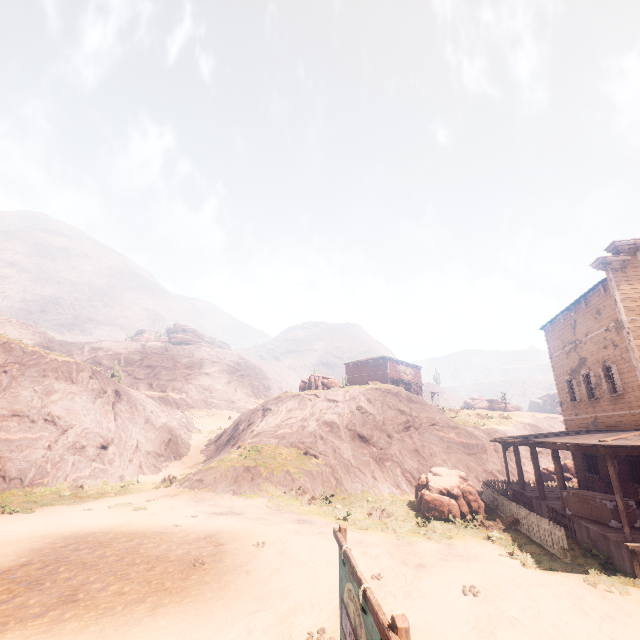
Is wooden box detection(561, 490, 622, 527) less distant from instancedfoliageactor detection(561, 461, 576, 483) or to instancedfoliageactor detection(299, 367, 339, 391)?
instancedfoliageactor detection(561, 461, 576, 483)

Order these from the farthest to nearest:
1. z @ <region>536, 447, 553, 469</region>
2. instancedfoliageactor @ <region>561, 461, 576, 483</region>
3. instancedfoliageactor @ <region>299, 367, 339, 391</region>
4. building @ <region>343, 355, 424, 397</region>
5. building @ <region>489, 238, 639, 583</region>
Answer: building @ <region>343, 355, 424, 397</region>, instancedfoliageactor @ <region>299, 367, 339, 391</region>, z @ <region>536, 447, 553, 469</region>, instancedfoliageactor @ <region>561, 461, 576, 483</region>, building @ <region>489, 238, 639, 583</region>

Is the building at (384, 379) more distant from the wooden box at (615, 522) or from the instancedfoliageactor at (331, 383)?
the instancedfoliageactor at (331, 383)

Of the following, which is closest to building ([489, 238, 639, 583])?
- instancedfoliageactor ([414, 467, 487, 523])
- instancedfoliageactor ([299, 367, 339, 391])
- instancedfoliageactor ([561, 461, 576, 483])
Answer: instancedfoliageactor ([414, 467, 487, 523])

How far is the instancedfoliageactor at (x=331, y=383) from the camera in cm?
3547

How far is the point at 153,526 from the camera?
13.6m

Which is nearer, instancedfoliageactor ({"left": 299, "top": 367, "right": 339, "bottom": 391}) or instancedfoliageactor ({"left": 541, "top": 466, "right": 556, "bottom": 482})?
instancedfoliageactor ({"left": 541, "top": 466, "right": 556, "bottom": 482})

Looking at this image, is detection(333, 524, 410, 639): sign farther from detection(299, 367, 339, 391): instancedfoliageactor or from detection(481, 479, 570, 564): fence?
detection(299, 367, 339, 391): instancedfoliageactor
